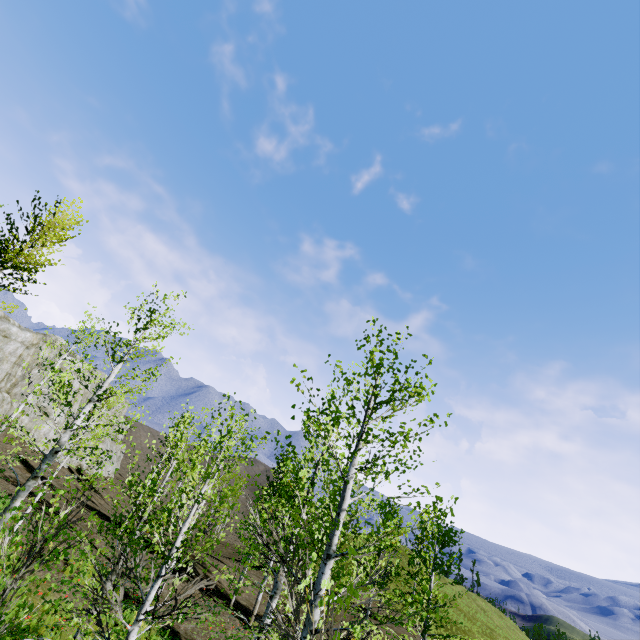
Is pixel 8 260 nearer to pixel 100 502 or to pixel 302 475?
pixel 302 475
